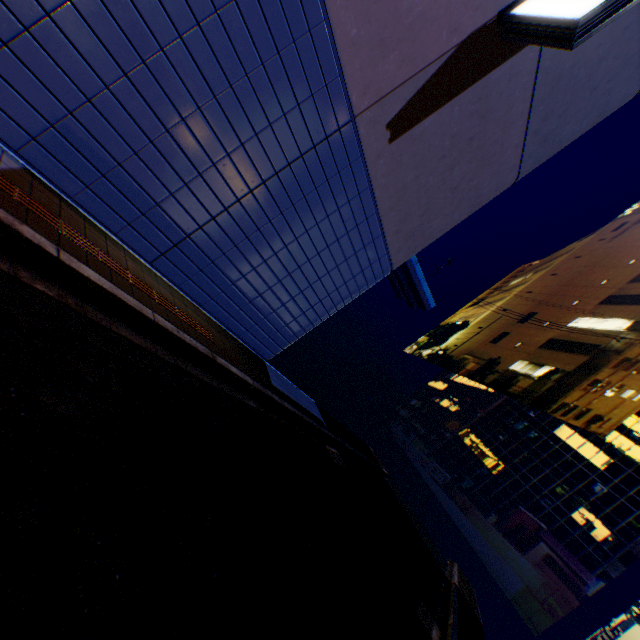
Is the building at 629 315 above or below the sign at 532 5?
above

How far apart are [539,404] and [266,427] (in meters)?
22.45

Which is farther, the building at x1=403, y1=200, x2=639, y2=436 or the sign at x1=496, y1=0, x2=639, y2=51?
the building at x1=403, y1=200, x2=639, y2=436

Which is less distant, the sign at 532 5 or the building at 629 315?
the sign at 532 5

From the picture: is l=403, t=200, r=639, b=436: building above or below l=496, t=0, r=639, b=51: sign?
above
